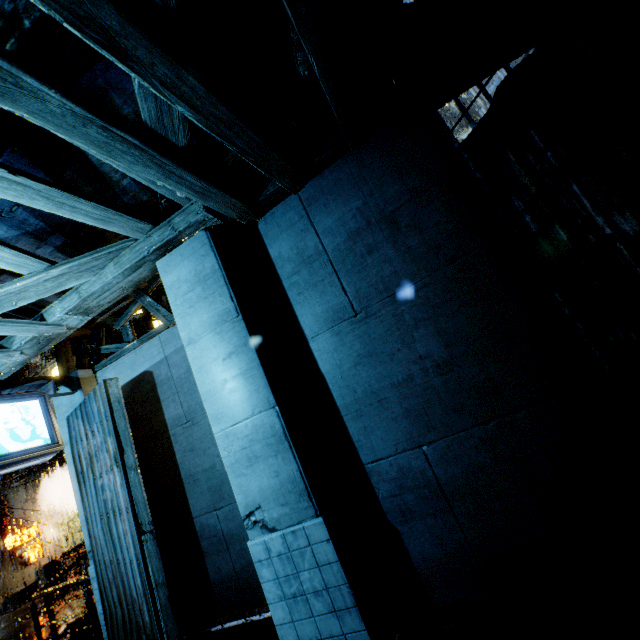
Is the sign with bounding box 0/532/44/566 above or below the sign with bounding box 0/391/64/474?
below

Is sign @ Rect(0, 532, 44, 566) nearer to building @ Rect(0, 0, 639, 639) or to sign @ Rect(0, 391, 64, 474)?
building @ Rect(0, 0, 639, 639)

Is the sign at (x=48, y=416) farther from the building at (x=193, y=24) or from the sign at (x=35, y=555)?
the sign at (x=35, y=555)

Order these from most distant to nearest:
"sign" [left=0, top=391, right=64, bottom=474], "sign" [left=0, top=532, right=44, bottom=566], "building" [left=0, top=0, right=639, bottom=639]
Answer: "sign" [left=0, top=532, right=44, bottom=566] → "sign" [left=0, top=391, right=64, bottom=474] → "building" [left=0, top=0, right=639, bottom=639]

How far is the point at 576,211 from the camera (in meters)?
3.20

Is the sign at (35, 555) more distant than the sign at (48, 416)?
Yes

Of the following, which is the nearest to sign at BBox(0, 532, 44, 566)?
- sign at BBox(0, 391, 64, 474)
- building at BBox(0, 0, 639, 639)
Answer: building at BBox(0, 0, 639, 639)
